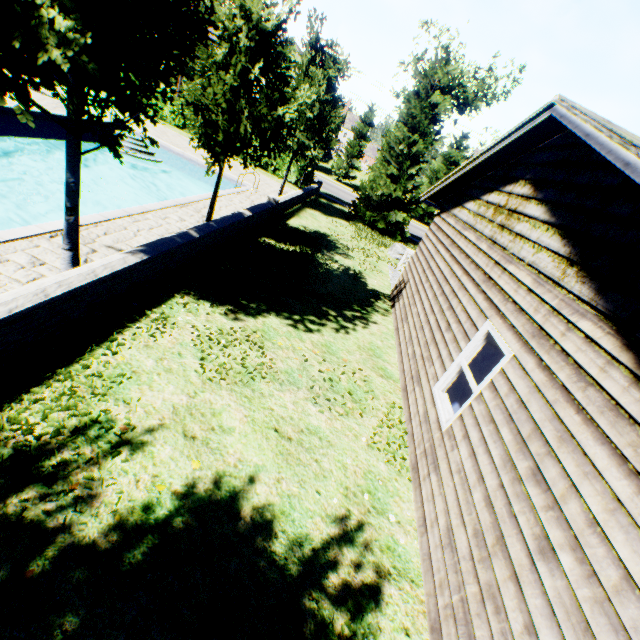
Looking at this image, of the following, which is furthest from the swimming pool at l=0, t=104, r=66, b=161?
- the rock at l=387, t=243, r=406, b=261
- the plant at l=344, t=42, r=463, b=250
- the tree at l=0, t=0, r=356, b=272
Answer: the rock at l=387, t=243, r=406, b=261

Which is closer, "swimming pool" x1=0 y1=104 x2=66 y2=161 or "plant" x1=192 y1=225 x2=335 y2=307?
"plant" x1=192 y1=225 x2=335 y2=307

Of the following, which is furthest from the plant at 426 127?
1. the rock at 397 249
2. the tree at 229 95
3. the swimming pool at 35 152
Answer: the swimming pool at 35 152

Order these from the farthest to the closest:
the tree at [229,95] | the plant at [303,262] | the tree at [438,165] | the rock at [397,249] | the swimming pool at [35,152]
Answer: the tree at [438,165] < the rock at [397,249] < the swimming pool at [35,152] < the plant at [303,262] < the tree at [229,95]

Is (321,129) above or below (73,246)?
above

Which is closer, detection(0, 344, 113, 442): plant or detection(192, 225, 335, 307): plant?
detection(0, 344, 113, 442): plant

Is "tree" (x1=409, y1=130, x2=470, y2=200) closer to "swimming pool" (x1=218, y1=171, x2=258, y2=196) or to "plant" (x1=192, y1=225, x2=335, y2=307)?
"swimming pool" (x1=218, y1=171, x2=258, y2=196)

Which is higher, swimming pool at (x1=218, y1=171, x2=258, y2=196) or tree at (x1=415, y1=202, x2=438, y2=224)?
tree at (x1=415, y1=202, x2=438, y2=224)
